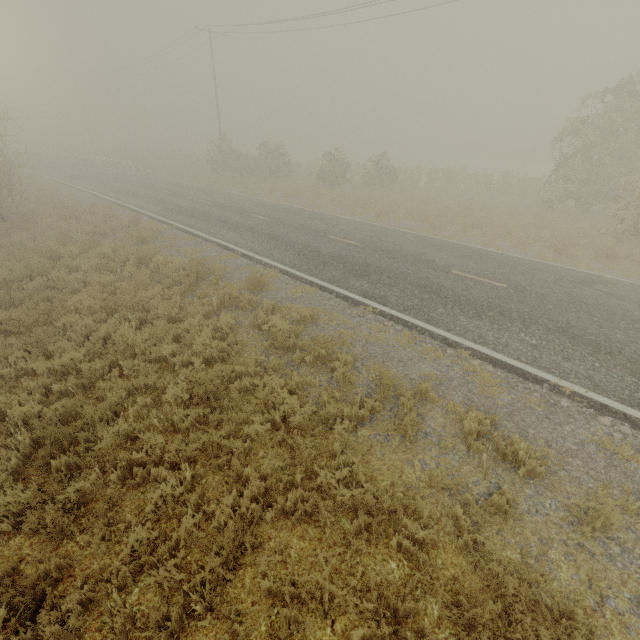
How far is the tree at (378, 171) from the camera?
26.0 meters

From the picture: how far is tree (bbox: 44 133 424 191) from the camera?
26.0m

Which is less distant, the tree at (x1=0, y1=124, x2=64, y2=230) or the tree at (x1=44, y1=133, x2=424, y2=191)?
the tree at (x1=0, y1=124, x2=64, y2=230)

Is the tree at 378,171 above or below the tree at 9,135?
below

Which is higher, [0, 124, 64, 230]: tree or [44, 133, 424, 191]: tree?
[0, 124, 64, 230]: tree

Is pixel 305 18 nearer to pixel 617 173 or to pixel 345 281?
pixel 617 173
